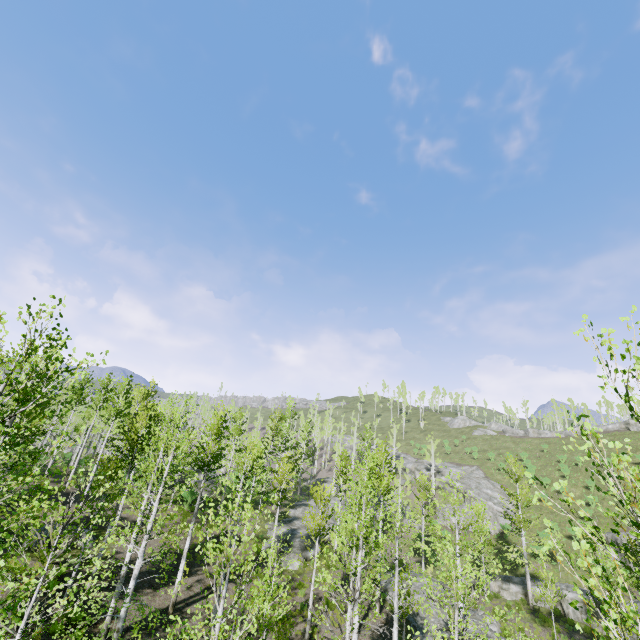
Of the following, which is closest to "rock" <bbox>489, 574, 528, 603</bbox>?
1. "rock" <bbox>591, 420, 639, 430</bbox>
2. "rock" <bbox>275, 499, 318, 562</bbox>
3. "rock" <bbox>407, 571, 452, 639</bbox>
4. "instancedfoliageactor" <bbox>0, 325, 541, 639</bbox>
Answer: "instancedfoliageactor" <bbox>0, 325, 541, 639</bbox>

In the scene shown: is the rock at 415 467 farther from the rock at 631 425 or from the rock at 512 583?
the rock at 631 425

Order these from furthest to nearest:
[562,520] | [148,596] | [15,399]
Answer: [562,520]
[148,596]
[15,399]

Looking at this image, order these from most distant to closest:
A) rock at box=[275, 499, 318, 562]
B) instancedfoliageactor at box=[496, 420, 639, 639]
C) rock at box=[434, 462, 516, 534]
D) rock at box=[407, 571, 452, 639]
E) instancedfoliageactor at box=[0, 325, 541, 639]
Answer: rock at box=[434, 462, 516, 534] → rock at box=[275, 499, 318, 562] → rock at box=[407, 571, 452, 639] → instancedfoliageactor at box=[0, 325, 541, 639] → instancedfoliageactor at box=[496, 420, 639, 639]

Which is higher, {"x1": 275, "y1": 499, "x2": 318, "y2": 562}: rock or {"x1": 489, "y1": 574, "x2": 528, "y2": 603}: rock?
{"x1": 275, "y1": 499, "x2": 318, "y2": 562}: rock

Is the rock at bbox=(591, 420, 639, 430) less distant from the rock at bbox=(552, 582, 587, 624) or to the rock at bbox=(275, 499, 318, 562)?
the rock at bbox=(552, 582, 587, 624)

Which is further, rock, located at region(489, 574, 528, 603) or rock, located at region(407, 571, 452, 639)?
rock, located at region(489, 574, 528, 603)

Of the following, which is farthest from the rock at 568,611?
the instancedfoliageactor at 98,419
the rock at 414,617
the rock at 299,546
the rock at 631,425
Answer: the rock at 631,425
